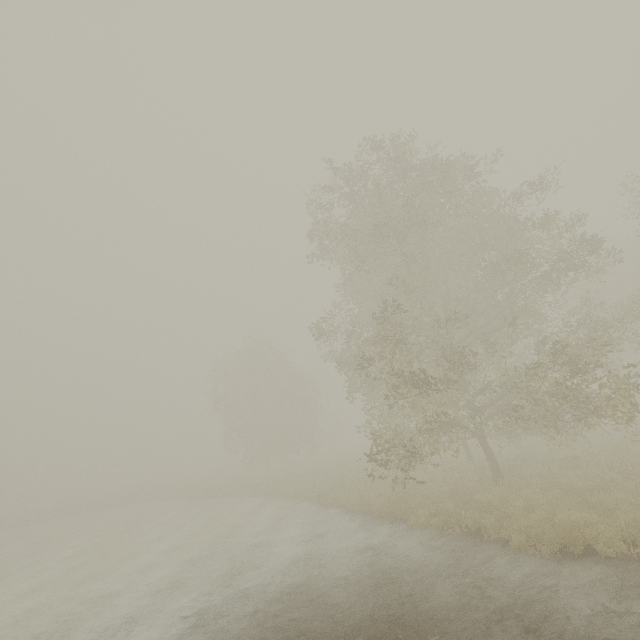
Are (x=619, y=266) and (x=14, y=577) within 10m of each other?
no
